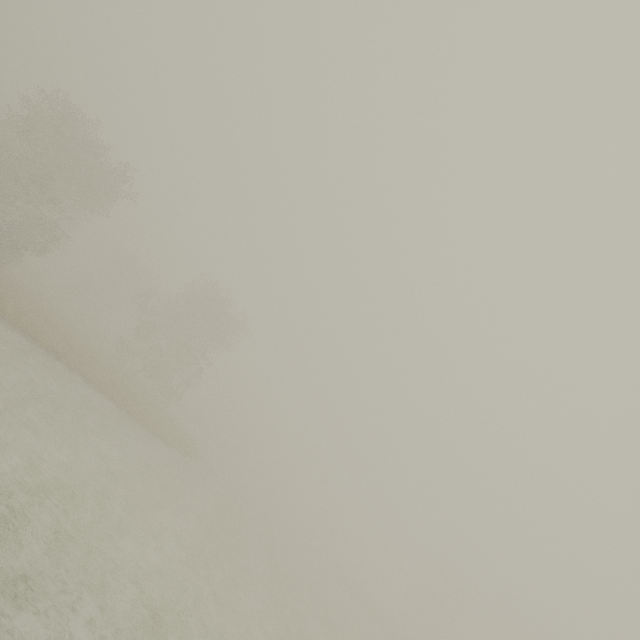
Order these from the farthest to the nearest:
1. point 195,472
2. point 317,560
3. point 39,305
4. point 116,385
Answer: point 317,560, point 39,305, point 195,472, point 116,385
